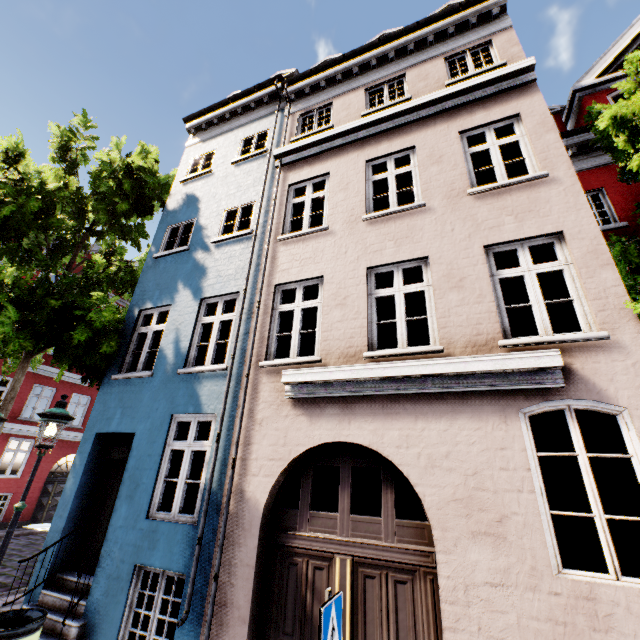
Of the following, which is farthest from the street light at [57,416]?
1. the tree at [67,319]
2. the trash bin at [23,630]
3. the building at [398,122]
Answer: the tree at [67,319]

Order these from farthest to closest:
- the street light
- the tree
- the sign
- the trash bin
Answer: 1. the tree
2. the street light
3. the trash bin
4. the sign

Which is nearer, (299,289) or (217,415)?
(217,415)

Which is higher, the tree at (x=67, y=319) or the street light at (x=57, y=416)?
the tree at (x=67, y=319)

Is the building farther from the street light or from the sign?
the sign

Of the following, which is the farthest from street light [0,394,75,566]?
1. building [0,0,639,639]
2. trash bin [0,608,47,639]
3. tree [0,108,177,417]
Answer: tree [0,108,177,417]

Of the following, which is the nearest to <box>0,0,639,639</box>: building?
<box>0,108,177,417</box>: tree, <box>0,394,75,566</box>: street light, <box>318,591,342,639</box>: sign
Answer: <box>0,108,177,417</box>: tree

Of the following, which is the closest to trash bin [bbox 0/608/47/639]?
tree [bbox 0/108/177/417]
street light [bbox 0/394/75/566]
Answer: street light [bbox 0/394/75/566]
